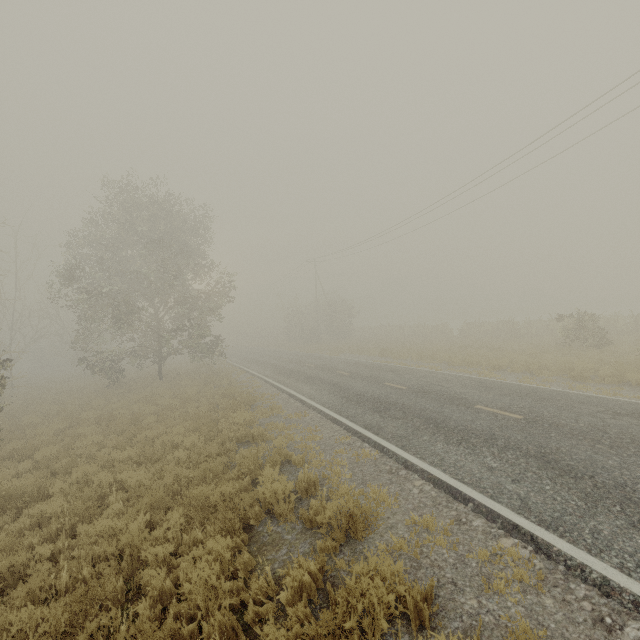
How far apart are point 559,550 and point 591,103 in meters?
17.8 m
